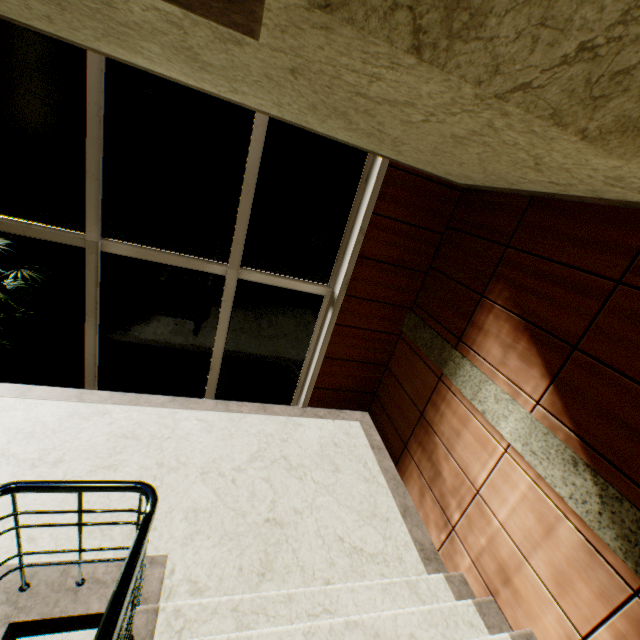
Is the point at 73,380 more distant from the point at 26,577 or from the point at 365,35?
the point at 365,35

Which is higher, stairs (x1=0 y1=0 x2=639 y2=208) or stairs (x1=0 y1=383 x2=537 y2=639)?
stairs (x1=0 y1=0 x2=639 y2=208)

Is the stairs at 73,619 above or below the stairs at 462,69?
below

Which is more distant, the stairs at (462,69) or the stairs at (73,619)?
the stairs at (73,619)

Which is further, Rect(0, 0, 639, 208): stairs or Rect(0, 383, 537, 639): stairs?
Rect(0, 383, 537, 639): stairs
